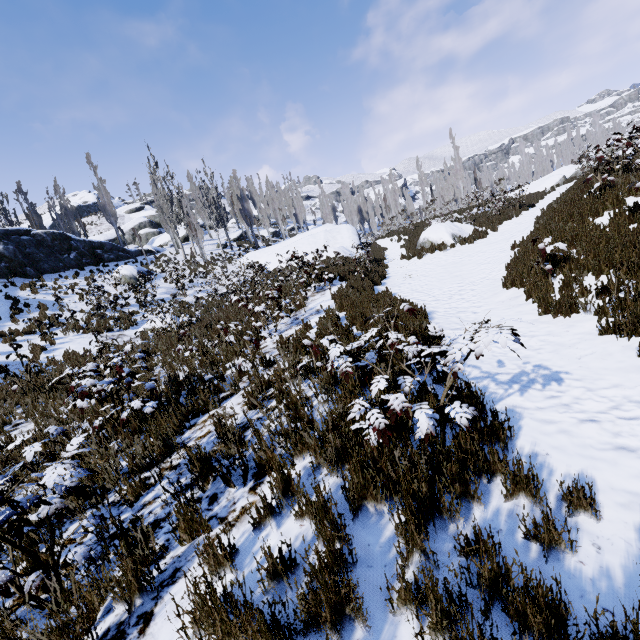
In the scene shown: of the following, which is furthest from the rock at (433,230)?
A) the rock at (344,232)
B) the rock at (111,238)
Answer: the rock at (111,238)

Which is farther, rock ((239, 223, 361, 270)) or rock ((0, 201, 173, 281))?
rock ((239, 223, 361, 270))

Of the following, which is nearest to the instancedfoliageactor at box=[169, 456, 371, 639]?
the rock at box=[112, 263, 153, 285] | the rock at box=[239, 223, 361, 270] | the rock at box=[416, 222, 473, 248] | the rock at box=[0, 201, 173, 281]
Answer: the rock at box=[239, 223, 361, 270]

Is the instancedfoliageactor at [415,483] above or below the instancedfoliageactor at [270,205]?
below

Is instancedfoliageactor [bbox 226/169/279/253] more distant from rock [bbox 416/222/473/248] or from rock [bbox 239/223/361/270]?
rock [bbox 416/222/473/248]

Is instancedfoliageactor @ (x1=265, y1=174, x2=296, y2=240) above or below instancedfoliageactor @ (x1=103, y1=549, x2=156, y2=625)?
→ above

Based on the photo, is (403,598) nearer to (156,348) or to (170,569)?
(170,569)
